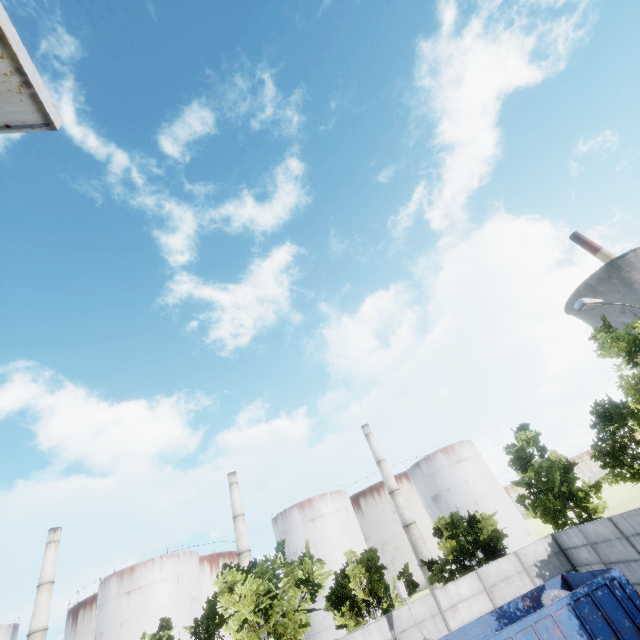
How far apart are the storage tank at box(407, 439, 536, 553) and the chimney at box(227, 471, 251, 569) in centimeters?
2855cm

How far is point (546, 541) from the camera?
20.53m

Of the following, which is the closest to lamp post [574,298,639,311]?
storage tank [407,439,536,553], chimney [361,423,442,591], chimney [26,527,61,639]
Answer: chimney [361,423,442,591]

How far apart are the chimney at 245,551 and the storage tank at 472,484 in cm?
2855

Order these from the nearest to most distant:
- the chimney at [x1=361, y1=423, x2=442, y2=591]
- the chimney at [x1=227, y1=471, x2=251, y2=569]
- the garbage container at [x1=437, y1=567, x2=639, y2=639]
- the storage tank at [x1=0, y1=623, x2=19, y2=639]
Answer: the garbage container at [x1=437, y1=567, x2=639, y2=639]
the storage tank at [x1=0, y1=623, x2=19, y2=639]
the chimney at [x1=361, y1=423, x2=442, y2=591]
the chimney at [x1=227, y1=471, x2=251, y2=569]

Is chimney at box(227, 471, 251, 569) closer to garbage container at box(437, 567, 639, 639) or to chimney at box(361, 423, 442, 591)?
chimney at box(361, 423, 442, 591)

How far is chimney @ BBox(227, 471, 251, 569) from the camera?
45.2 meters

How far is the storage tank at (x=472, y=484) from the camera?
46.8m
